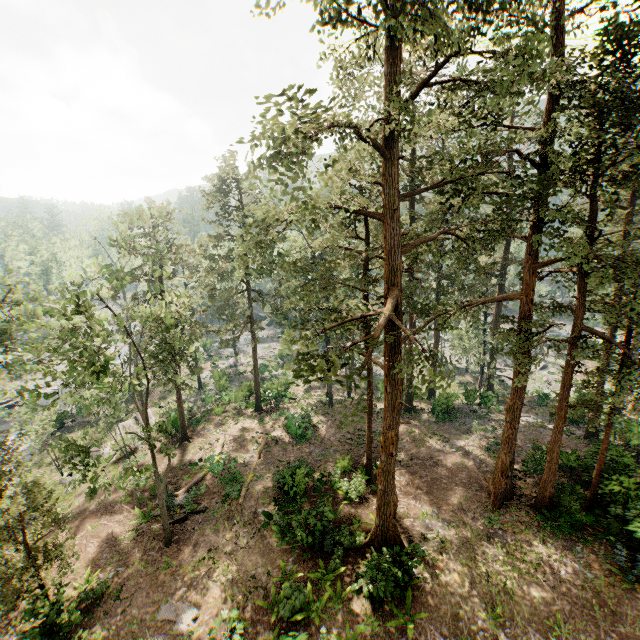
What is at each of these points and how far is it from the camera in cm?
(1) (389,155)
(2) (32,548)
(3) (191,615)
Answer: (1) foliage, 1220
(2) foliage, 1290
(3) foliage, 1405

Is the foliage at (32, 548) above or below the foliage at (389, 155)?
below

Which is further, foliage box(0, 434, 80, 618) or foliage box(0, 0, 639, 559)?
foliage box(0, 434, 80, 618)

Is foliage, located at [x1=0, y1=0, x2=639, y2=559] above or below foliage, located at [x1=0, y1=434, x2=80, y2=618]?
above

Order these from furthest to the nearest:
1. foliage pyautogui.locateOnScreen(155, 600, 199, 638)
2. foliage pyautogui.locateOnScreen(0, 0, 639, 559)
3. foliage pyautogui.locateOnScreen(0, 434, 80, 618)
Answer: foliage pyautogui.locateOnScreen(155, 600, 199, 638)
foliage pyautogui.locateOnScreen(0, 434, 80, 618)
foliage pyautogui.locateOnScreen(0, 0, 639, 559)

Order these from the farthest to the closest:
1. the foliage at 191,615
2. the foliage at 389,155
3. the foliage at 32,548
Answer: the foliage at 191,615, the foliage at 32,548, the foliage at 389,155
